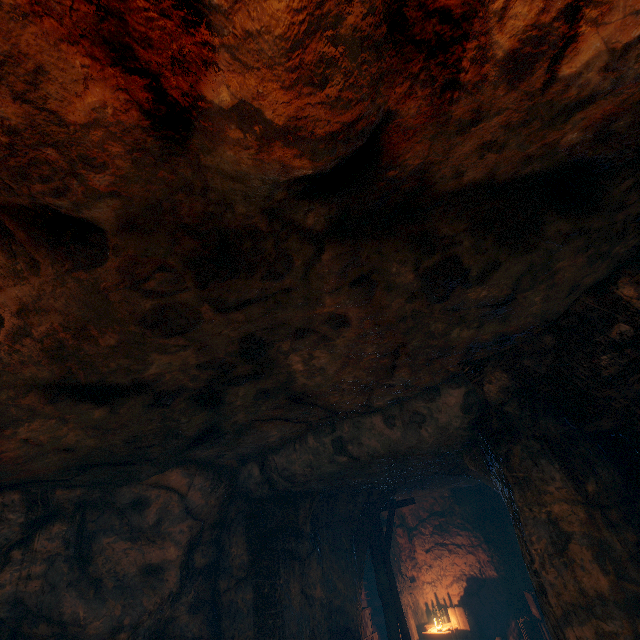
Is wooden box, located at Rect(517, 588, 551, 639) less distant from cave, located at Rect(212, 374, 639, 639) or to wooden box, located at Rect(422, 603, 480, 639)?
cave, located at Rect(212, 374, 639, 639)

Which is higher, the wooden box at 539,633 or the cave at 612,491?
the cave at 612,491

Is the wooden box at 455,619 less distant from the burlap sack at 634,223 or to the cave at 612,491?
the cave at 612,491

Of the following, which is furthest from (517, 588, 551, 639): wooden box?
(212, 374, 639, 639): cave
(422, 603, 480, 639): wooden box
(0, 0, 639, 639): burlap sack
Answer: (0, 0, 639, 639): burlap sack

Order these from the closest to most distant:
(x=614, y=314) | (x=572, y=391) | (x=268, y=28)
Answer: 1. (x=268, y=28)
2. (x=614, y=314)
3. (x=572, y=391)

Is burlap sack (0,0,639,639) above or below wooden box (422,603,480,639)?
above

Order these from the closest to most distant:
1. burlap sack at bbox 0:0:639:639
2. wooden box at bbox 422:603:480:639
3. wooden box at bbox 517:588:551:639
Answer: burlap sack at bbox 0:0:639:639
wooden box at bbox 517:588:551:639
wooden box at bbox 422:603:480:639

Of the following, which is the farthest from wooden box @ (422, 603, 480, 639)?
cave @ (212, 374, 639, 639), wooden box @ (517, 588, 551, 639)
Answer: wooden box @ (517, 588, 551, 639)
